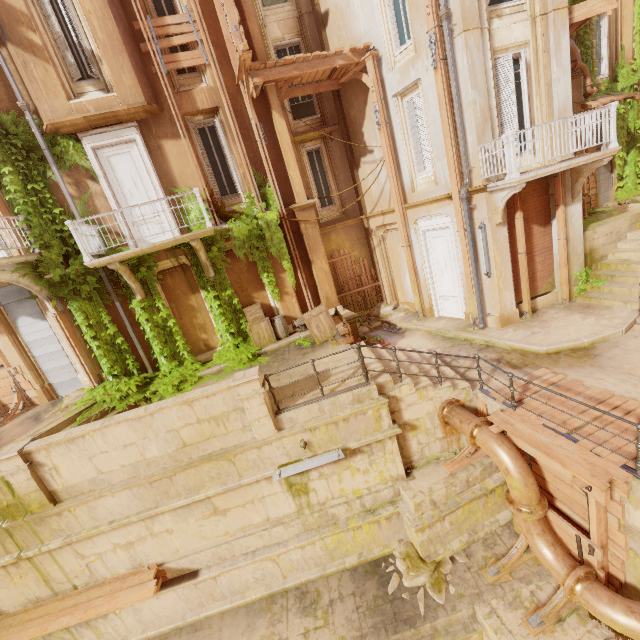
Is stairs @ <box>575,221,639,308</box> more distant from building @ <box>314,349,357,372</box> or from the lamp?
the lamp

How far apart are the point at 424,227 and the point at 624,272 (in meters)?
6.44

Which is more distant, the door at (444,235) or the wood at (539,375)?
the door at (444,235)

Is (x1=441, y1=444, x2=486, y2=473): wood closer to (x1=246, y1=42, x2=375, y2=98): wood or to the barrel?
the barrel

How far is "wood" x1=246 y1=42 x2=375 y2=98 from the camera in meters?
9.9

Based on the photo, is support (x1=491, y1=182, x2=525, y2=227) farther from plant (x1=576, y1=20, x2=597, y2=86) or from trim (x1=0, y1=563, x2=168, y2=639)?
trim (x1=0, y1=563, x2=168, y2=639)

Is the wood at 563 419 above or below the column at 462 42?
below

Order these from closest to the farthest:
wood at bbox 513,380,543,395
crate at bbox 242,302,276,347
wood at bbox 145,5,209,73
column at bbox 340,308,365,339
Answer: wood at bbox 513,380,543,395
wood at bbox 145,5,209,73
crate at bbox 242,302,276,347
column at bbox 340,308,365,339
